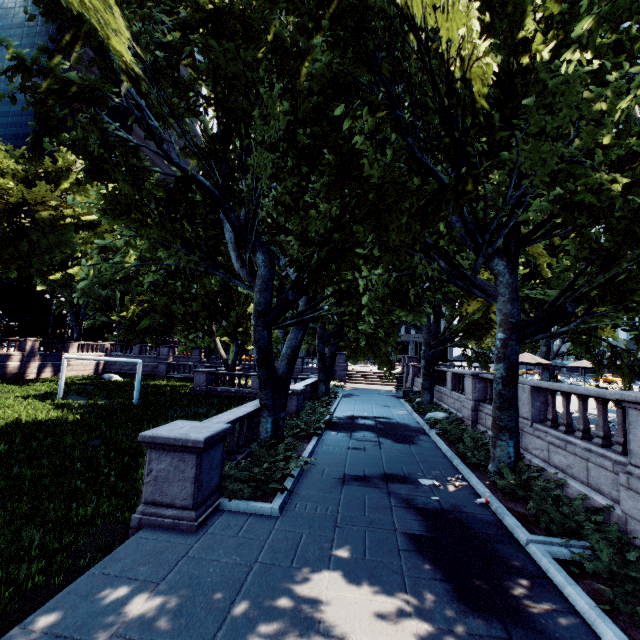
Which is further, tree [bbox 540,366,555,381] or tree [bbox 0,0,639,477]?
tree [bbox 540,366,555,381]

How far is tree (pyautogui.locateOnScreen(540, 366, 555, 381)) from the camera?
29.8m

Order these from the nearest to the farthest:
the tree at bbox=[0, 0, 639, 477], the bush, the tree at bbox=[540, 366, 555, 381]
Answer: the bush, the tree at bbox=[0, 0, 639, 477], the tree at bbox=[540, 366, 555, 381]

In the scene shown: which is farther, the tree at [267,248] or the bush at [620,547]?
the tree at [267,248]

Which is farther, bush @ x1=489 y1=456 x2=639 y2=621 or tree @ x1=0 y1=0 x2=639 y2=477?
tree @ x1=0 y1=0 x2=639 y2=477

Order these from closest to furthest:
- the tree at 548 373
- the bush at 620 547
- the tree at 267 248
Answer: the bush at 620 547 < the tree at 267 248 < the tree at 548 373

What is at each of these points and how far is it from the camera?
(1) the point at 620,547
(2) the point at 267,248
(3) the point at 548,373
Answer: (1) bush, 5.56m
(2) tree, 11.16m
(3) tree, 29.84m
